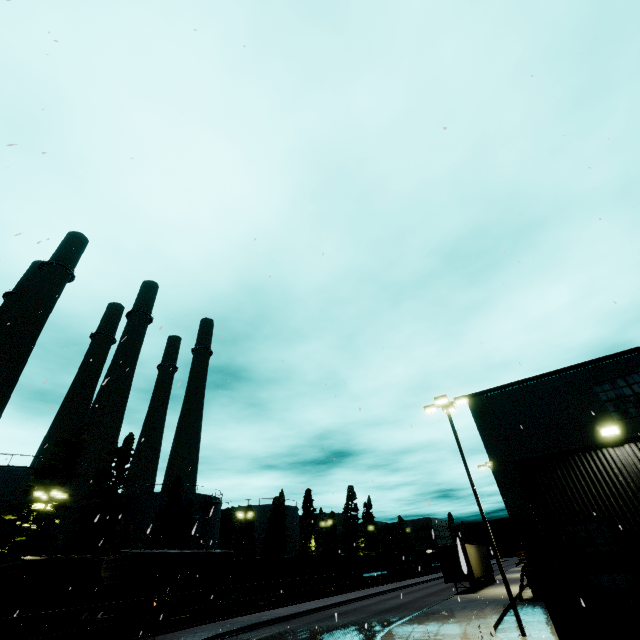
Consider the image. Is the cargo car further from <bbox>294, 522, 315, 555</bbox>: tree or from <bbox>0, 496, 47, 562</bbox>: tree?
<bbox>294, 522, 315, 555</bbox>: tree

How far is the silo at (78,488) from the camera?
34.1 meters

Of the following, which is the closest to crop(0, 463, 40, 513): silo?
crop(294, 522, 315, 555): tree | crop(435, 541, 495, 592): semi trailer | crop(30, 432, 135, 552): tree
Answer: crop(30, 432, 135, 552): tree

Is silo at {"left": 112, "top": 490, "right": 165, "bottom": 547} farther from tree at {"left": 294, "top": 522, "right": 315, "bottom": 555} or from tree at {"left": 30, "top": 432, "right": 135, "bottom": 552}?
tree at {"left": 294, "top": 522, "right": 315, "bottom": 555}

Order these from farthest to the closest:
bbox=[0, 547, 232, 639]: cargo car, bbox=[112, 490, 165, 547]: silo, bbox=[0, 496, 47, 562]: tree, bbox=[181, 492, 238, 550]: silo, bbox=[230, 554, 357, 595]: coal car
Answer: bbox=[181, 492, 238, 550]: silo < bbox=[112, 490, 165, 547]: silo < bbox=[230, 554, 357, 595]: coal car < bbox=[0, 496, 47, 562]: tree < bbox=[0, 547, 232, 639]: cargo car

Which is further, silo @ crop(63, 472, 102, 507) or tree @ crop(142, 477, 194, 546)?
tree @ crop(142, 477, 194, 546)

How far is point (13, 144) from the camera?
5.9 meters

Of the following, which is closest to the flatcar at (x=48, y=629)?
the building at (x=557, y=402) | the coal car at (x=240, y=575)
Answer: the coal car at (x=240, y=575)
